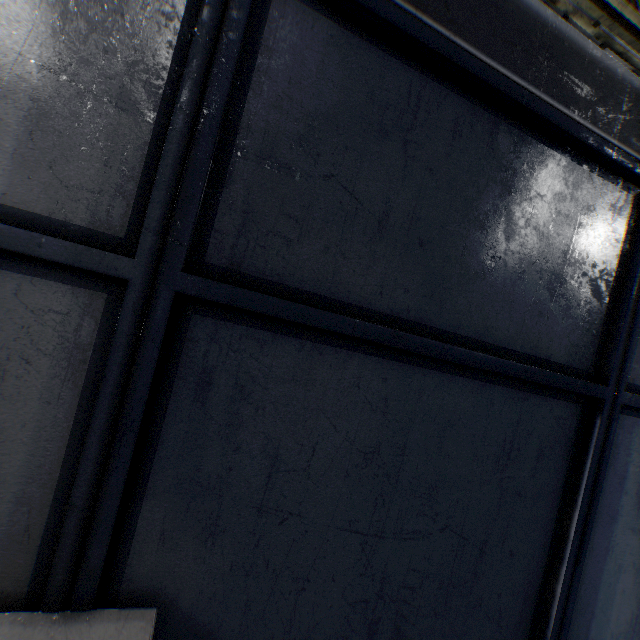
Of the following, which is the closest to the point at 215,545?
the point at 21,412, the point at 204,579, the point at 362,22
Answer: the point at 204,579
